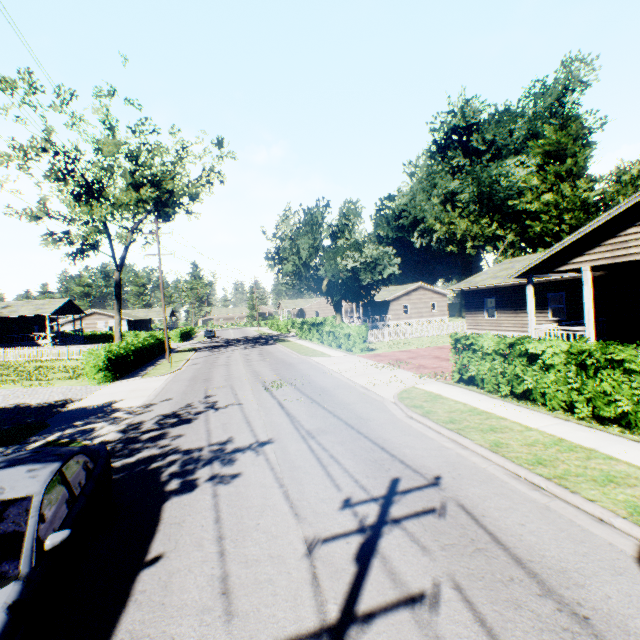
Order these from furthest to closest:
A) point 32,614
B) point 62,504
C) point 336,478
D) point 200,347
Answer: point 200,347, point 336,478, point 62,504, point 32,614

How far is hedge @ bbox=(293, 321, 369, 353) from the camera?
24.2m

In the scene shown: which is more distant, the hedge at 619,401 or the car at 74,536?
the hedge at 619,401

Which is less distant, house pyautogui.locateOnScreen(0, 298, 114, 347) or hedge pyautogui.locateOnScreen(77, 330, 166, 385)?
hedge pyautogui.locateOnScreen(77, 330, 166, 385)

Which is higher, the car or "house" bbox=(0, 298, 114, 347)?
"house" bbox=(0, 298, 114, 347)

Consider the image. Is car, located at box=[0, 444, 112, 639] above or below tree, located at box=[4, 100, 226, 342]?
below

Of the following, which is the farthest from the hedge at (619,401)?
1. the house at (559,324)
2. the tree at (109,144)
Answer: the tree at (109,144)
